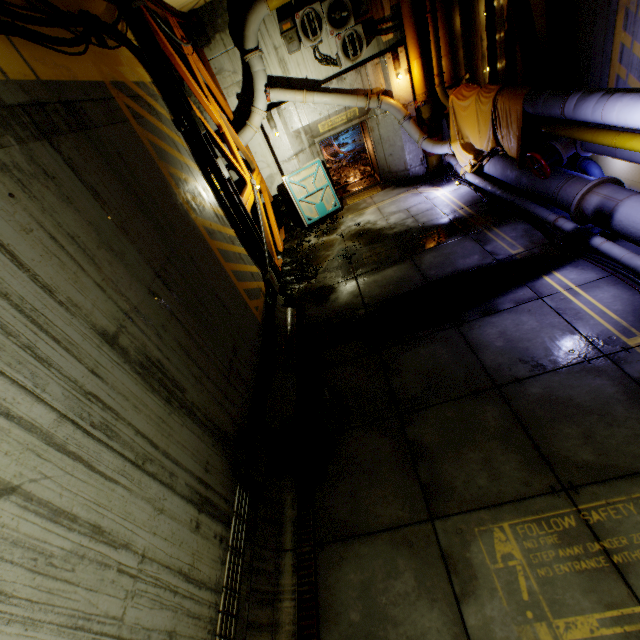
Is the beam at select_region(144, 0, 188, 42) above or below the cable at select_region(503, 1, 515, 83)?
above

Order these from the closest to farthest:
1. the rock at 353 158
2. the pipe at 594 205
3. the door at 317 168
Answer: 1. the pipe at 594 205
2. the door at 317 168
3. the rock at 353 158

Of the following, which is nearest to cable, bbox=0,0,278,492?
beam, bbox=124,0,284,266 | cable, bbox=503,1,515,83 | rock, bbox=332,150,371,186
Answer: beam, bbox=124,0,284,266

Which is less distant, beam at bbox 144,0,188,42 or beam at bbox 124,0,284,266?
beam at bbox 124,0,284,266

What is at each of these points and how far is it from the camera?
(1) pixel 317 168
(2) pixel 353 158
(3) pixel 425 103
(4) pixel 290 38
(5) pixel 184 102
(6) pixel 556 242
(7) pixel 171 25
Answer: (1) door, 11.98m
(2) rock, 17.27m
(3) pipe, 10.84m
(4) cable box, 9.91m
(5) beam, 6.86m
(6) cable, 6.51m
(7) beam, 8.00m

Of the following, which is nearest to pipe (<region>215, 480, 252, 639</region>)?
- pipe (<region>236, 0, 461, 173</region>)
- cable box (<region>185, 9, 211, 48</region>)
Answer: pipe (<region>236, 0, 461, 173</region>)

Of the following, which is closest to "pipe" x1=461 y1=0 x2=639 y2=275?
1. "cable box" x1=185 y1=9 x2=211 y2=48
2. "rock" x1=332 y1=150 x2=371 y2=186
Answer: "cable box" x1=185 y1=9 x2=211 y2=48

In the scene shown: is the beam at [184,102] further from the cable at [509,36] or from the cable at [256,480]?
the cable at [509,36]
